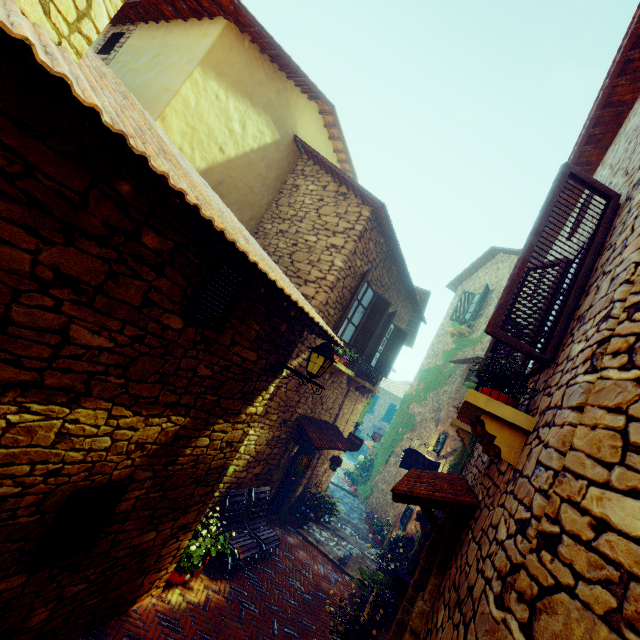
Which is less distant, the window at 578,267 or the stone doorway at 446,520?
the window at 578,267

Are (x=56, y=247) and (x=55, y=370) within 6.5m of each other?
yes

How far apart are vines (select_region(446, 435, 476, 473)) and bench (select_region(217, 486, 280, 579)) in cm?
298

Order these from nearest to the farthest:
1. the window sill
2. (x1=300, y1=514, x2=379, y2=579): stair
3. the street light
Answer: the window sill
the street light
(x1=300, y1=514, x2=379, y2=579): stair

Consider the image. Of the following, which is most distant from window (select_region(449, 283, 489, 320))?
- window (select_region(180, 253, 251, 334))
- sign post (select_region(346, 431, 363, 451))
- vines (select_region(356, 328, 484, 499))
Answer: window (select_region(180, 253, 251, 334))

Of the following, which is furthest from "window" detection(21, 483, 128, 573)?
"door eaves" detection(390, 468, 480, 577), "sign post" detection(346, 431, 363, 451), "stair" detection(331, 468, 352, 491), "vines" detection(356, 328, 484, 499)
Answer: "stair" detection(331, 468, 352, 491)

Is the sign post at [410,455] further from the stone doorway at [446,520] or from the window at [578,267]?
the window at [578,267]

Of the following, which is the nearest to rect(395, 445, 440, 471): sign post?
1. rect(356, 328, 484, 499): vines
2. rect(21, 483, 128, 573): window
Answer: rect(356, 328, 484, 499): vines
